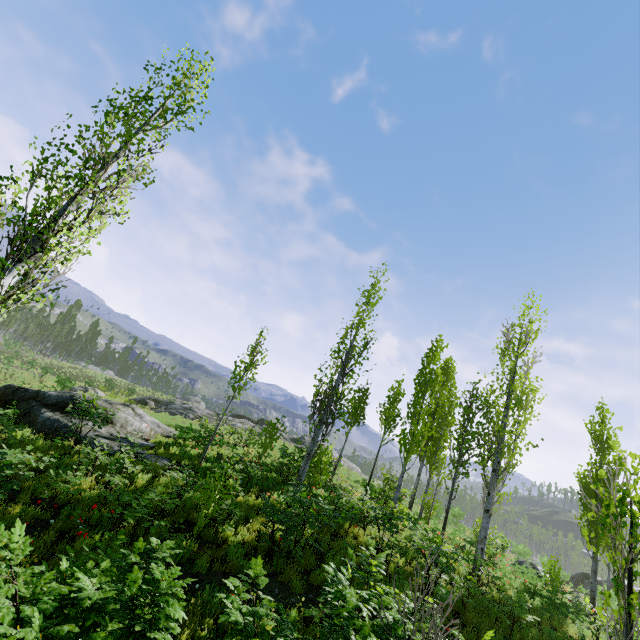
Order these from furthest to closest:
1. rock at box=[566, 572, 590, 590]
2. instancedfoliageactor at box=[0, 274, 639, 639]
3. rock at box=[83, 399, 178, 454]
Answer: rock at box=[566, 572, 590, 590] < rock at box=[83, 399, 178, 454] < instancedfoliageactor at box=[0, 274, 639, 639]

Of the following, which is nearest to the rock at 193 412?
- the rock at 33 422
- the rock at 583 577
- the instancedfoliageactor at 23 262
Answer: the rock at 33 422

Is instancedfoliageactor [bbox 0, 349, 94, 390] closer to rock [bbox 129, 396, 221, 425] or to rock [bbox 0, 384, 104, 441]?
rock [bbox 0, 384, 104, 441]

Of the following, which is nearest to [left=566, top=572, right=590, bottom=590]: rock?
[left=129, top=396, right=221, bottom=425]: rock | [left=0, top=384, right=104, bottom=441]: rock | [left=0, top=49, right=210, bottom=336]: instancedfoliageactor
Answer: [left=0, top=49, right=210, bottom=336]: instancedfoliageactor

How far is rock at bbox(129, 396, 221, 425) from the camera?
32.2m

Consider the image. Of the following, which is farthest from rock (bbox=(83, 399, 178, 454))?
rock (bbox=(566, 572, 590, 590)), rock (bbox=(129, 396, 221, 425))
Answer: rock (bbox=(566, 572, 590, 590))

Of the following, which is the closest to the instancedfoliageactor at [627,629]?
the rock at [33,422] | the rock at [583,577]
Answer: the rock at [33,422]

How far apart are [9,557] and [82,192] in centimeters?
657cm
